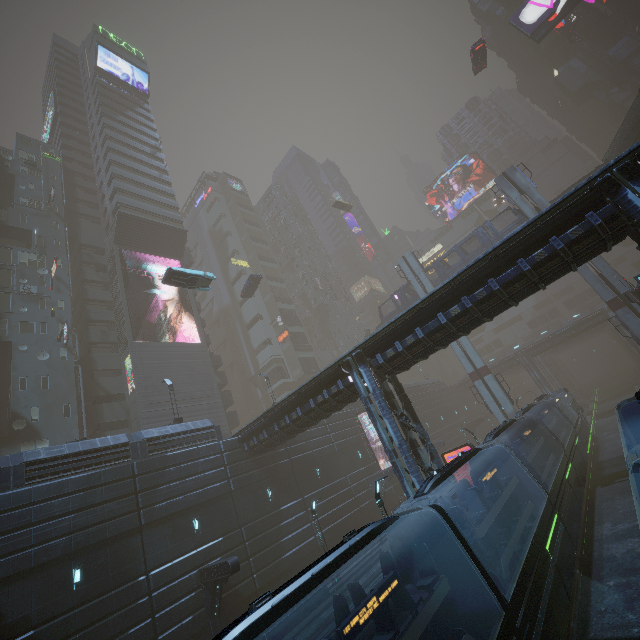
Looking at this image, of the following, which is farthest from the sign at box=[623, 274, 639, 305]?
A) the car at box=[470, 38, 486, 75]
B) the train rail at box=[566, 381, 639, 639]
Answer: the car at box=[470, 38, 486, 75]

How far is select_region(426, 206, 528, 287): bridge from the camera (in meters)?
35.53

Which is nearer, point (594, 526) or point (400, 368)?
point (594, 526)

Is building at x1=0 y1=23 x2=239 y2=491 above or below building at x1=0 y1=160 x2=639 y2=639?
above

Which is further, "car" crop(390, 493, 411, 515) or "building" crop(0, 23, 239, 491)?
"car" crop(390, 493, 411, 515)

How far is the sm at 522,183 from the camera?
33.1m

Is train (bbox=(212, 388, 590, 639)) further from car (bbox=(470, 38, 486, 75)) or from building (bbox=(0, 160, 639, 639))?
car (bbox=(470, 38, 486, 75))

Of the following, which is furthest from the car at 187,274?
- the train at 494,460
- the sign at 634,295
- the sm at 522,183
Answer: the sign at 634,295
